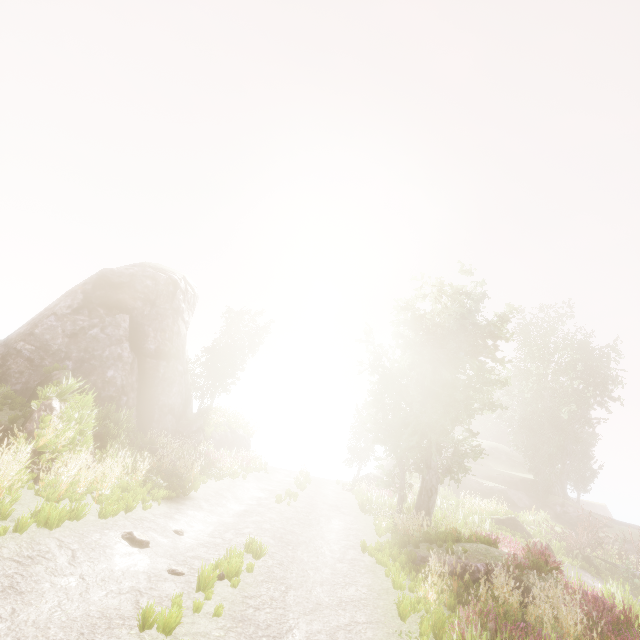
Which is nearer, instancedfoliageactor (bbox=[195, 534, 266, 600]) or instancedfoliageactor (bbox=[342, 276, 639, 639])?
instancedfoliageactor (bbox=[195, 534, 266, 600])

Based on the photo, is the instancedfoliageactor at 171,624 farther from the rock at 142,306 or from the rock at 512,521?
the rock at 512,521

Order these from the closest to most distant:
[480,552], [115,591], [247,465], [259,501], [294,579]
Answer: [115,591] < [294,579] < [480,552] < [259,501] < [247,465]

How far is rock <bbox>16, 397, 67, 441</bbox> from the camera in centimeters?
1020cm

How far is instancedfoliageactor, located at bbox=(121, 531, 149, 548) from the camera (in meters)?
6.79

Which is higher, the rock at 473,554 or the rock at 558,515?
the rock at 558,515

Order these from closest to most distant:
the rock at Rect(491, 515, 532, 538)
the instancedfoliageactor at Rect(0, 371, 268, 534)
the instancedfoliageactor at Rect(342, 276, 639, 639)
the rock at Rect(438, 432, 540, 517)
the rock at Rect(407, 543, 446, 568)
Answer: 1. the instancedfoliageactor at Rect(0, 371, 268, 534)
2. the instancedfoliageactor at Rect(342, 276, 639, 639)
3. the rock at Rect(407, 543, 446, 568)
4. the rock at Rect(491, 515, 532, 538)
5. the rock at Rect(438, 432, 540, 517)

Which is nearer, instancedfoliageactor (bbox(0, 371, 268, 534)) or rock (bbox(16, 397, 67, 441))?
instancedfoliageactor (bbox(0, 371, 268, 534))
